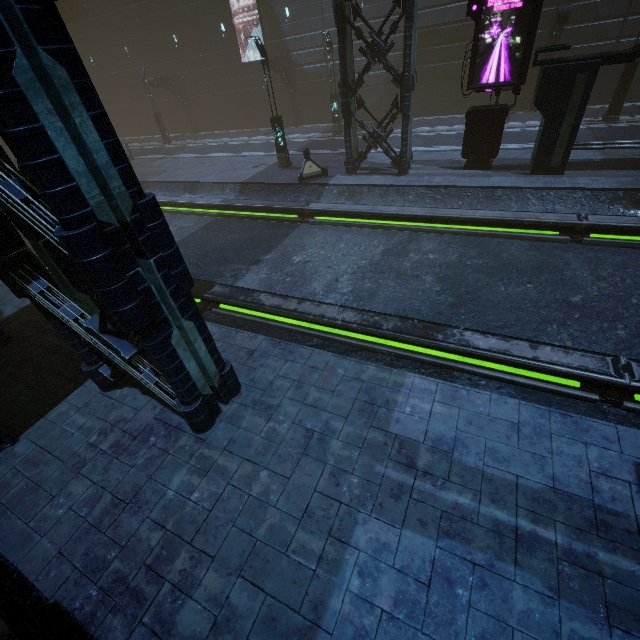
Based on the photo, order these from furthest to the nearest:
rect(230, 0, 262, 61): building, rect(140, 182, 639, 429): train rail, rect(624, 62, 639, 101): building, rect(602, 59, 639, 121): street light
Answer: rect(230, 0, 262, 61): building
rect(624, 62, 639, 101): building
rect(602, 59, 639, 121): street light
rect(140, 182, 639, 429): train rail

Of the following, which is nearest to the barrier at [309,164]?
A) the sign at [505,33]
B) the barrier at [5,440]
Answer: the sign at [505,33]

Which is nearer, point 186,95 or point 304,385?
point 304,385

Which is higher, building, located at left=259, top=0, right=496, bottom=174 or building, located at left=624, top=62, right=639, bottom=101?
building, located at left=259, top=0, right=496, bottom=174

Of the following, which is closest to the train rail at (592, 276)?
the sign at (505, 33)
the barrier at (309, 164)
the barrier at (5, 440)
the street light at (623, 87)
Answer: the barrier at (309, 164)

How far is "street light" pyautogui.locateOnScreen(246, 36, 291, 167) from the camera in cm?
1467

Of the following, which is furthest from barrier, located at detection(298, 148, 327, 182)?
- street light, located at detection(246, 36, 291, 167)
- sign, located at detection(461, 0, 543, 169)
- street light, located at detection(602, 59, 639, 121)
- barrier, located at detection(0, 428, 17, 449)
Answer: street light, located at detection(602, 59, 639, 121)

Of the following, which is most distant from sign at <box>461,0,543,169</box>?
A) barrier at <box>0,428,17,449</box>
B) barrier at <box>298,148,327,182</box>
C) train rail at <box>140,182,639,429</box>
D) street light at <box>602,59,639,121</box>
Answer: barrier at <box>0,428,17,449</box>
